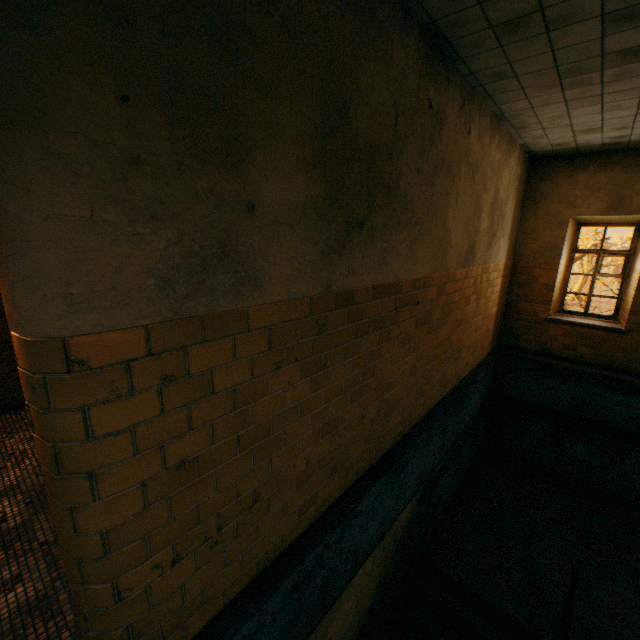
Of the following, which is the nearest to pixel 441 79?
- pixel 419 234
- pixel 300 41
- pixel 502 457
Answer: pixel 419 234

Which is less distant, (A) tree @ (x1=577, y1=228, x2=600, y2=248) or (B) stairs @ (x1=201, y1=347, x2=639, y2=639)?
(B) stairs @ (x1=201, y1=347, x2=639, y2=639)

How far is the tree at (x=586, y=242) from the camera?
32.2 meters

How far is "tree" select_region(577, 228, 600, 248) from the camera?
32.2 meters

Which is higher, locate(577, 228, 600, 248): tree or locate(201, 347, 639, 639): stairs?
locate(577, 228, 600, 248): tree

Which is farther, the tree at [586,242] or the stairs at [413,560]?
the tree at [586,242]
